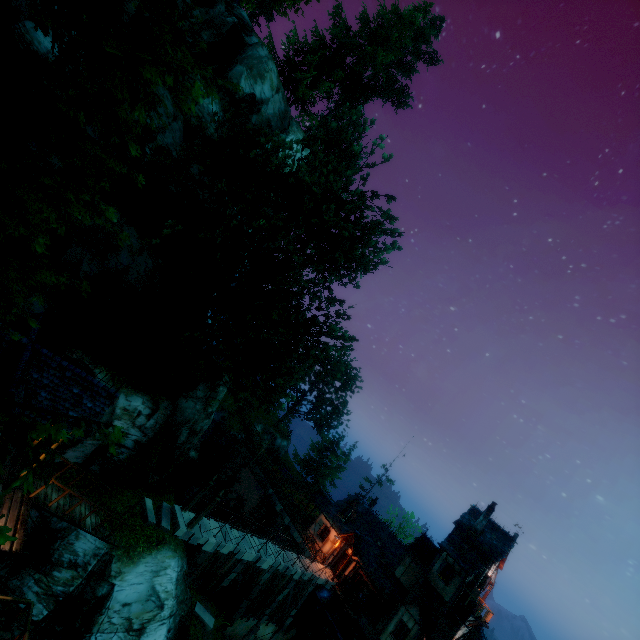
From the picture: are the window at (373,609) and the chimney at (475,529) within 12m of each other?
yes

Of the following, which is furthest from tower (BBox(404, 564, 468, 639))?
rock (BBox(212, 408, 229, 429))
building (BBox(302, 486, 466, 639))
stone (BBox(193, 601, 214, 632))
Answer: rock (BBox(212, 408, 229, 429))

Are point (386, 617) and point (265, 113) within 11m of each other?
no

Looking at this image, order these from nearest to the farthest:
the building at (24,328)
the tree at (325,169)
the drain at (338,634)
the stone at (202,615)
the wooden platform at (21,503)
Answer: the tree at (325,169)
the building at (24,328)
the wooden platform at (21,503)
the stone at (202,615)
the drain at (338,634)

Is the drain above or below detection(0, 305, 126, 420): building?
below

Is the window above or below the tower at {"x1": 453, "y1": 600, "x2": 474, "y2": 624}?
below

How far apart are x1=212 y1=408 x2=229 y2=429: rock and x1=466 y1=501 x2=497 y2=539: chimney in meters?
31.5

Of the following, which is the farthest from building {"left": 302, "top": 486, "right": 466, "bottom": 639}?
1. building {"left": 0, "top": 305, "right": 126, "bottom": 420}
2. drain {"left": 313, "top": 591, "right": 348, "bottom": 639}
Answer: building {"left": 0, "top": 305, "right": 126, "bottom": 420}
